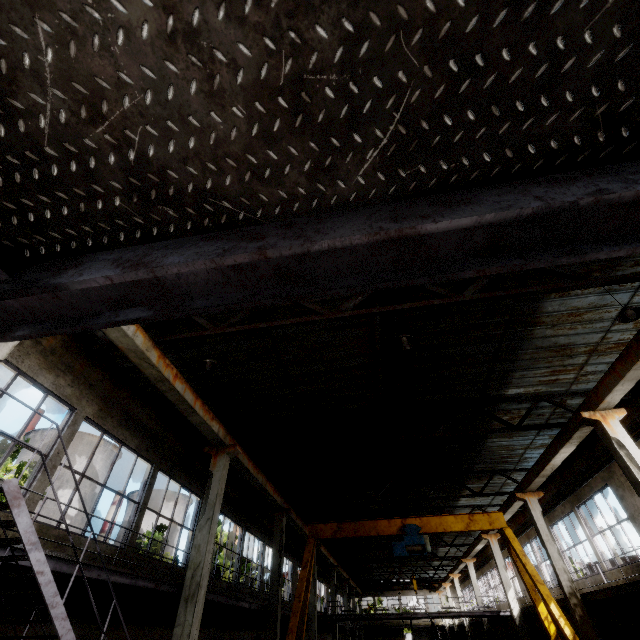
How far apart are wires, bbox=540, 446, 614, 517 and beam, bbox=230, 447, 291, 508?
14.83m

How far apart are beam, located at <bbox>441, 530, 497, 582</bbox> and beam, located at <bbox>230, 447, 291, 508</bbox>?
11.9 meters

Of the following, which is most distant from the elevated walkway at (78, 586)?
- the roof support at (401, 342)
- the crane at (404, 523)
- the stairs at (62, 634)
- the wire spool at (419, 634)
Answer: the wire spool at (419, 634)

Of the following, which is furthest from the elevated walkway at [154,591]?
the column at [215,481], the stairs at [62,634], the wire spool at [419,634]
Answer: the wire spool at [419,634]

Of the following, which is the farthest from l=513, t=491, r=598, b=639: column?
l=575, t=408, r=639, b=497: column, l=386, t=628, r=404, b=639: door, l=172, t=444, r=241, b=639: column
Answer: l=386, t=628, r=404, b=639: door

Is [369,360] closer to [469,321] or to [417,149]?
[469,321]

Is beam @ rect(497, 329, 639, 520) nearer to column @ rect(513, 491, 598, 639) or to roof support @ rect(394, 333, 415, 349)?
column @ rect(513, 491, 598, 639)

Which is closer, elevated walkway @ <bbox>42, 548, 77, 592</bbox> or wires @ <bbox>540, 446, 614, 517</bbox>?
elevated walkway @ <bbox>42, 548, 77, 592</bbox>
